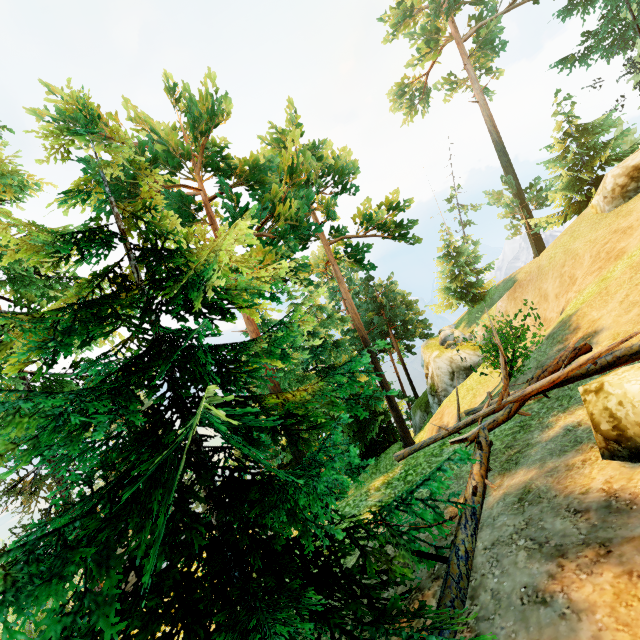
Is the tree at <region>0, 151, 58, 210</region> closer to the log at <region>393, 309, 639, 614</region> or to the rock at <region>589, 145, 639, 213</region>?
the log at <region>393, 309, 639, 614</region>

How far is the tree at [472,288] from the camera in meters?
32.8

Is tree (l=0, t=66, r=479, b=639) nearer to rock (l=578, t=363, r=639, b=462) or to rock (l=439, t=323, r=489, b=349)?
rock (l=578, t=363, r=639, b=462)

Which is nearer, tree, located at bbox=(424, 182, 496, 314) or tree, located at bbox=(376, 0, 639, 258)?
tree, located at bbox=(376, 0, 639, 258)

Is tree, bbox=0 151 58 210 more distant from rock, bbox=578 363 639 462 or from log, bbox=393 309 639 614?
rock, bbox=578 363 639 462

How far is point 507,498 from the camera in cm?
505

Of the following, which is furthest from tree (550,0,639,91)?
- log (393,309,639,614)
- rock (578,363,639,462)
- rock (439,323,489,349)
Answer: rock (439,323,489,349)

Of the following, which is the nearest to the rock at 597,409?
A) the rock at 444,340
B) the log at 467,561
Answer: the log at 467,561
